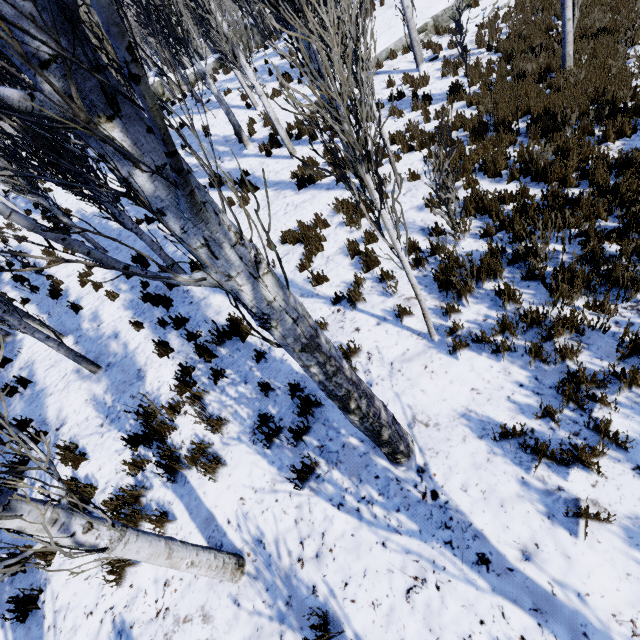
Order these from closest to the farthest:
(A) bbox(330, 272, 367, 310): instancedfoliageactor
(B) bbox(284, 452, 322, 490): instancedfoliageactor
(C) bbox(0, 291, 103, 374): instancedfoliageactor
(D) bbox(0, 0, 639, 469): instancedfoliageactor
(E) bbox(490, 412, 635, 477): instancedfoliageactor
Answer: (D) bbox(0, 0, 639, 469): instancedfoliageactor → (E) bbox(490, 412, 635, 477): instancedfoliageactor → (B) bbox(284, 452, 322, 490): instancedfoliageactor → (A) bbox(330, 272, 367, 310): instancedfoliageactor → (C) bbox(0, 291, 103, 374): instancedfoliageactor

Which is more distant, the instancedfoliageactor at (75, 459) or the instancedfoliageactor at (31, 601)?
the instancedfoliageactor at (75, 459)

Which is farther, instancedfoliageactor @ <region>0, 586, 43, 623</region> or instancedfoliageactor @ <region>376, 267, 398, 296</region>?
instancedfoliageactor @ <region>376, 267, 398, 296</region>

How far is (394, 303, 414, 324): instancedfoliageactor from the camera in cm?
454

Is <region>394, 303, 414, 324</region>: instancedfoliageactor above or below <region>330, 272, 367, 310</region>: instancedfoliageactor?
below

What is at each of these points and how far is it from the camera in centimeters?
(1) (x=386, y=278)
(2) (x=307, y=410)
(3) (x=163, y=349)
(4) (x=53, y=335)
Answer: (1) instancedfoliageactor, 526cm
(2) instancedfoliageactor, 416cm
(3) instancedfoliageactor, 617cm
(4) instancedfoliageactor, 785cm

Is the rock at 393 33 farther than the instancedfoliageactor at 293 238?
Yes
